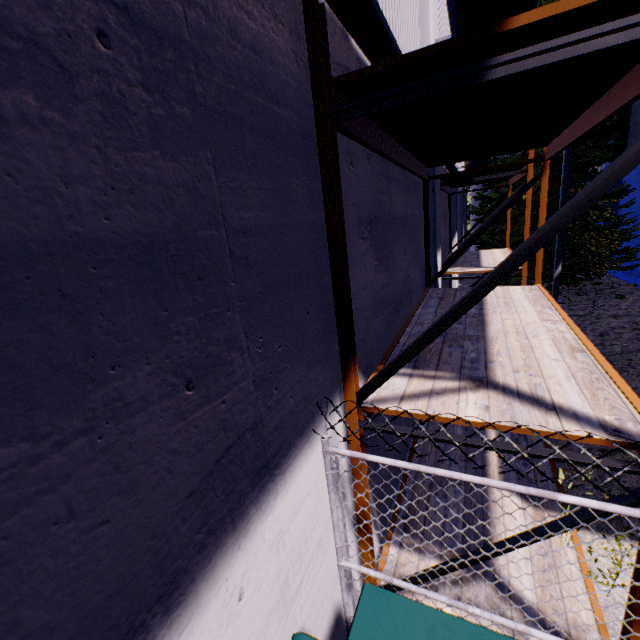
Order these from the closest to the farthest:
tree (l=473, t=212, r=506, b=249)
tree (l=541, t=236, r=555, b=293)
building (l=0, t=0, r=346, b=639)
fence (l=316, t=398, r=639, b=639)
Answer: building (l=0, t=0, r=346, b=639)
fence (l=316, t=398, r=639, b=639)
tree (l=541, t=236, r=555, b=293)
tree (l=473, t=212, r=506, b=249)

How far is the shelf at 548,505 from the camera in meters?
3.6

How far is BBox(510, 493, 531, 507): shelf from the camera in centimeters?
377cm

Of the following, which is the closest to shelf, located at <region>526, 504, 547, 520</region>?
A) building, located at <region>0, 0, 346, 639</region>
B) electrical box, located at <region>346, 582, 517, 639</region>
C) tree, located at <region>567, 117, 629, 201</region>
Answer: building, located at <region>0, 0, 346, 639</region>

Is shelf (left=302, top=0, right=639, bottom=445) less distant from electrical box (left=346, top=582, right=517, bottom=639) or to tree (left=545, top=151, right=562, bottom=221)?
electrical box (left=346, top=582, right=517, bottom=639)

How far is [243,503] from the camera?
1.4 meters

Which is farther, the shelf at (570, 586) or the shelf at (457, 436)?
the shelf at (570, 586)
